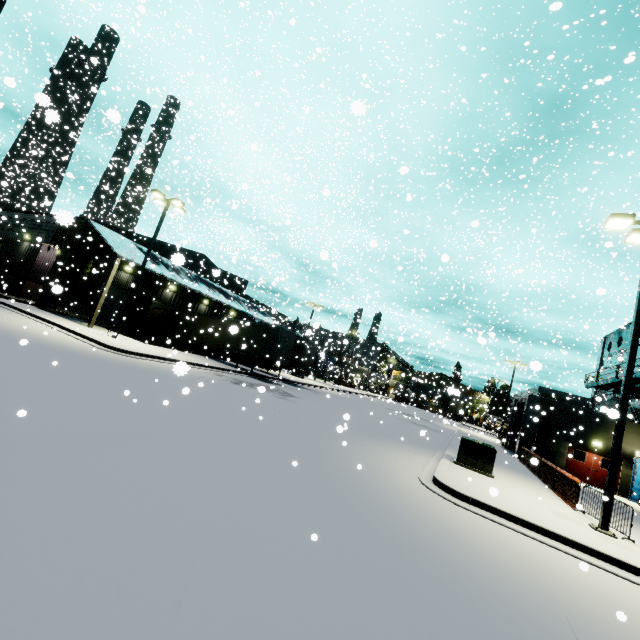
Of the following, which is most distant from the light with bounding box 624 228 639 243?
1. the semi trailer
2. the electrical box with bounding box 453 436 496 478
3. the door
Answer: the door

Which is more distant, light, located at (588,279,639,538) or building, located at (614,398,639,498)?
building, located at (614,398,639,498)

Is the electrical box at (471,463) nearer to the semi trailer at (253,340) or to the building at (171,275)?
the semi trailer at (253,340)

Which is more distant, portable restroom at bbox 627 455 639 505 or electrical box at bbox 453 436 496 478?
portable restroom at bbox 627 455 639 505

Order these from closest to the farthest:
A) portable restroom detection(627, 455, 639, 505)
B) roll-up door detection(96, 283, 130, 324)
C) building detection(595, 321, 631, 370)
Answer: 1. portable restroom detection(627, 455, 639, 505)
2. roll-up door detection(96, 283, 130, 324)
3. building detection(595, 321, 631, 370)

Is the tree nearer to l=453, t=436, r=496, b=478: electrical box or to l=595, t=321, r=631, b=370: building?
l=595, t=321, r=631, b=370: building

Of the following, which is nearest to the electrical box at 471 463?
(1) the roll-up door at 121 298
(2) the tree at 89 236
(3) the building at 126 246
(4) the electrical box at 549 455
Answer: (1) the roll-up door at 121 298

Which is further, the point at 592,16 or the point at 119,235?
the point at 119,235
